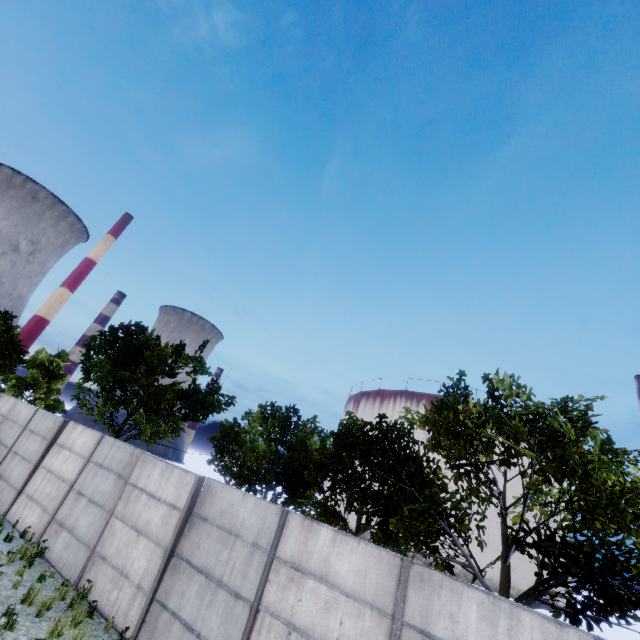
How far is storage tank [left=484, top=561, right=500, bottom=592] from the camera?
53.0m

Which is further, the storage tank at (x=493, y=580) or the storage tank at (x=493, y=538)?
the storage tank at (x=493, y=538)

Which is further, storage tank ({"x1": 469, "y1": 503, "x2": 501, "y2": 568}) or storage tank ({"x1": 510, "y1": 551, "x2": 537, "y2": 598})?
storage tank ({"x1": 469, "y1": 503, "x2": 501, "y2": 568})

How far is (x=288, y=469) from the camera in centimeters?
1505cm

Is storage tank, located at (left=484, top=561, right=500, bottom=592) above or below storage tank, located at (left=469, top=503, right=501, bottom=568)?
below
